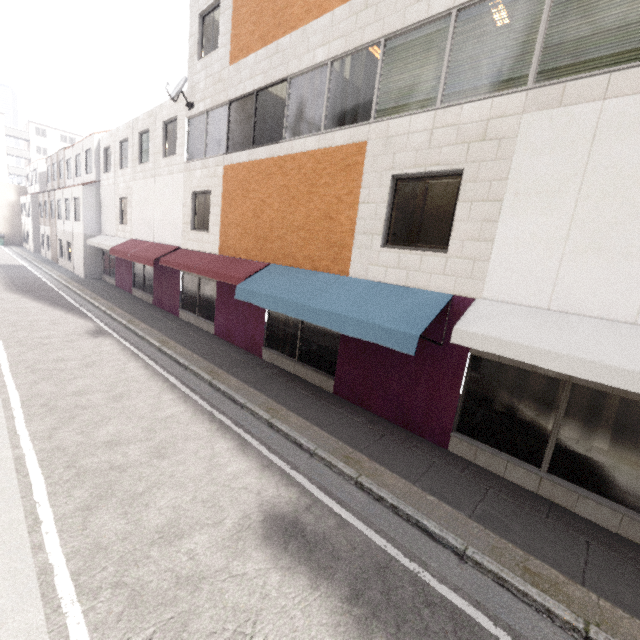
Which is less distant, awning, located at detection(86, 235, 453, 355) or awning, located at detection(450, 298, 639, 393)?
awning, located at detection(450, 298, 639, 393)

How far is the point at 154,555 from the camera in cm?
362

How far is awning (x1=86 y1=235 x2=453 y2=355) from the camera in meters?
5.8

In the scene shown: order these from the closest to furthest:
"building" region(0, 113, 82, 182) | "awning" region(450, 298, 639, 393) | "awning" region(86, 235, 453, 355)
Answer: "awning" region(450, 298, 639, 393)
"awning" region(86, 235, 453, 355)
"building" region(0, 113, 82, 182)

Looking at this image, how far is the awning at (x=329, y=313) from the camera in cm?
575

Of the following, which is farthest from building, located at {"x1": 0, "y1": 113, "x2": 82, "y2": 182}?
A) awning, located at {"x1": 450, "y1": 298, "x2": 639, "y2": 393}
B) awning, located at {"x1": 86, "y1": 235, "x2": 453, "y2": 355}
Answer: awning, located at {"x1": 450, "y1": 298, "x2": 639, "y2": 393}

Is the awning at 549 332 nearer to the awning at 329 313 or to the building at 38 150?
the awning at 329 313
